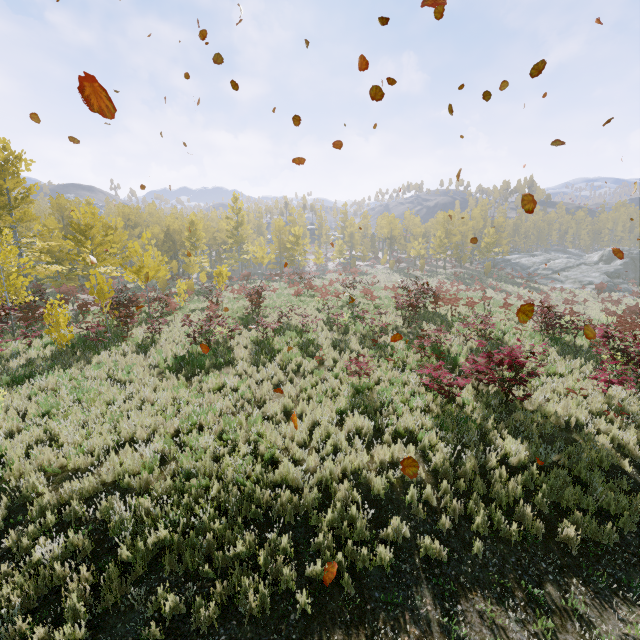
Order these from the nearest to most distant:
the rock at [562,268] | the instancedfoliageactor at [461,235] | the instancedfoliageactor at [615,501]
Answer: the instancedfoliageactor at [615,501]
the rock at [562,268]
the instancedfoliageactor at [461,235]

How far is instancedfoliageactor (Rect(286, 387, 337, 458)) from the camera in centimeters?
708cm

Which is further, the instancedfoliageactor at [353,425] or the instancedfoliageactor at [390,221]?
the instancedfoliageactor at [390,221]

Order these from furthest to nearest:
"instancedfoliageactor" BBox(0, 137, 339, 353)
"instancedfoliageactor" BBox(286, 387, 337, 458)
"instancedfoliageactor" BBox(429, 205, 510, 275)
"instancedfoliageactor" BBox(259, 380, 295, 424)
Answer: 1. "instancedfoliageactor" BBox(429, 205, 510, 275)
2. "instancedfoliageactor" BBox(0, 137, 339, 353)
3. "instancedfoliageactor" BBox(259, 380, 295, 424)
4. "instancedfoliageactor" BBox(286, 387, 337, 458)

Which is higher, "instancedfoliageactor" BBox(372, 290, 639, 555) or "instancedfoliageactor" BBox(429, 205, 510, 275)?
"instancedfoliageactor" BBox(429, 205, 510, 275)

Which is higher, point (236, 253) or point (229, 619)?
point (236, 253)

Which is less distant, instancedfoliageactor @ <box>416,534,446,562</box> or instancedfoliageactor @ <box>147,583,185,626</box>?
instancedfoliageactor @ <box>147,583,185,626</box>
